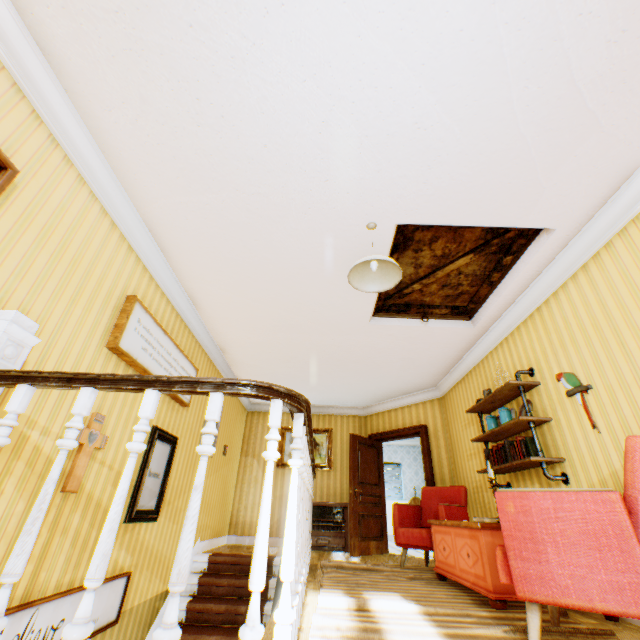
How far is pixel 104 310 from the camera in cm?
296

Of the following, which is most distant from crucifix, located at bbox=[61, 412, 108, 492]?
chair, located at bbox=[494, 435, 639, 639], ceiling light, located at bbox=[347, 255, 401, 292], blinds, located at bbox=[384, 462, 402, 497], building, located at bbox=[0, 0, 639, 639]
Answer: blinds, located at bbox=[384, 462, 402, 497]

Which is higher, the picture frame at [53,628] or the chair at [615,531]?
the chair at [615,531]

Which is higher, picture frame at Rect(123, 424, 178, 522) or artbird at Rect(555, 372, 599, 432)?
artbird at Rect(555, 372, 599, 432)

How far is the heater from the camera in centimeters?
677cm

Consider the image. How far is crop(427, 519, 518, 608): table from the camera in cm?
280

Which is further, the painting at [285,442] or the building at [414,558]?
the painting at [285,442]

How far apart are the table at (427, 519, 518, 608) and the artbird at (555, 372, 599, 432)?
0.9 meters
